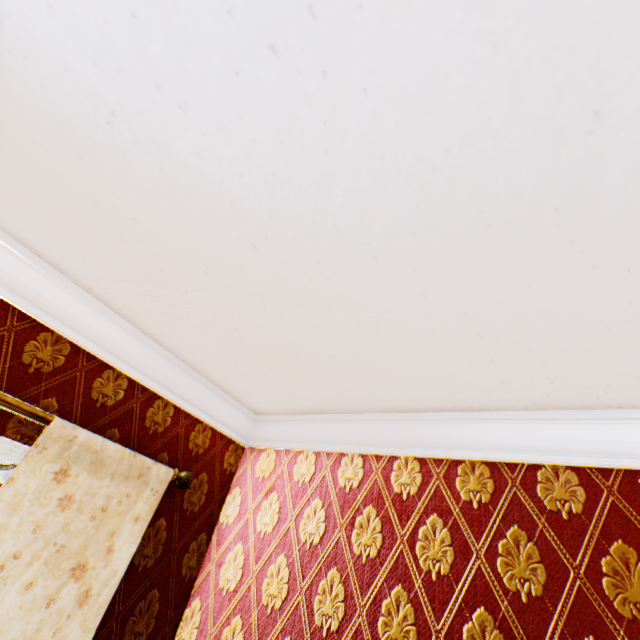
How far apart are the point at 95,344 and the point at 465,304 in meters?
1.9 m
